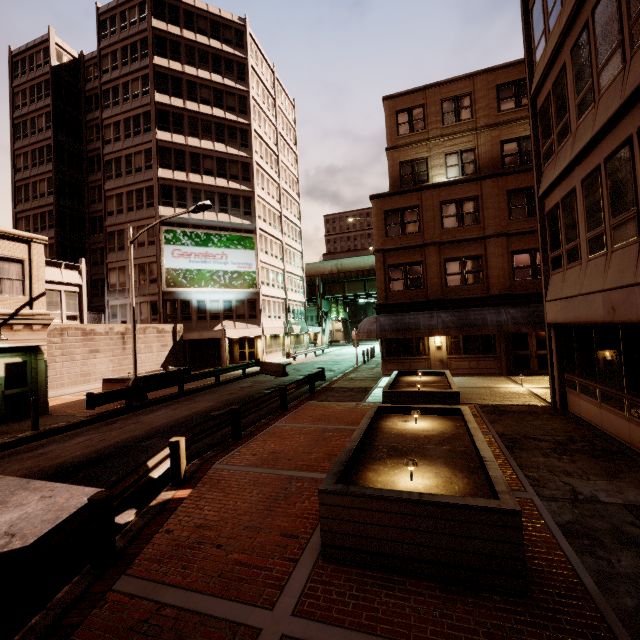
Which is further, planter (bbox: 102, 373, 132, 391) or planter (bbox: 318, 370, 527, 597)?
planter (bbox: 102, 373, 132, 391)

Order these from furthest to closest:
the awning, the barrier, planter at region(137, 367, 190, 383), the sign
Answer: the sign
the barrier
planter at region(137, 367, 190, 383)
the awning

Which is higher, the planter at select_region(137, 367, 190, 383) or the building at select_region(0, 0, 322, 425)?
the building at select_region(0, 0, 322, 425)

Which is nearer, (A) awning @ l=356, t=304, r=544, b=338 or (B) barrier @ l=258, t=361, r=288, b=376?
(A) awning @ l=356, t=304, r=544, b=338

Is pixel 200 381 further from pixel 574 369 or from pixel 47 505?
pixel 574 369

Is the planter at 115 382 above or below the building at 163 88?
below

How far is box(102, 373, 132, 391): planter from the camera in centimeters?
1941cm

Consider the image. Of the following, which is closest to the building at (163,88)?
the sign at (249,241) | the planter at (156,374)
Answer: the sign at (249,241)
